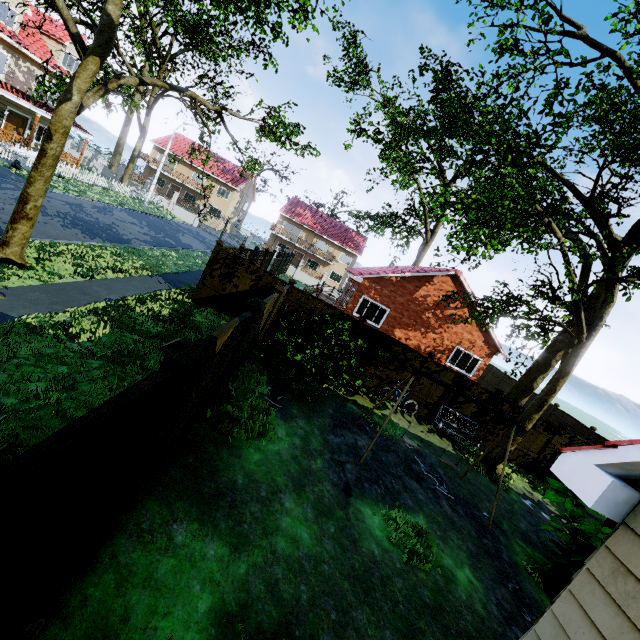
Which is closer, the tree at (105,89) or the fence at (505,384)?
the tree at (105,89)

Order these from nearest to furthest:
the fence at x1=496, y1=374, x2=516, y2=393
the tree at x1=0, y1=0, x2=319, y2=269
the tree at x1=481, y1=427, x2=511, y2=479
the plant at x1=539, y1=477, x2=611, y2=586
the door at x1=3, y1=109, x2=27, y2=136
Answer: the plant at x1=539, y1=477, x2=611, y2=586 < the tree at x1=0, y1=0, x2=319, y2=269 < the tree at x1=481, y1=427, x2=511, y2=479 < the door at x1=3, y1=109, x2=27, y2=136 < the fence at x1=496, y1=374, x2=516, y2=393

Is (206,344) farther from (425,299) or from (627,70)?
(627,70)

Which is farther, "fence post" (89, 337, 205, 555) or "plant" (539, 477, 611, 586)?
"plant" (539, 477, 611, 586)

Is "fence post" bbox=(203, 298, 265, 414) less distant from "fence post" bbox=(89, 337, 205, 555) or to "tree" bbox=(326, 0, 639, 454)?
"fence post" bbox=(89, 337, 205, 555)

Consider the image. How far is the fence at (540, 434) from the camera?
12.81m

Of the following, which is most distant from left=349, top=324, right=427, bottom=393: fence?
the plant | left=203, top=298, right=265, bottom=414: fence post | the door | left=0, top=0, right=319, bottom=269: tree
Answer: the plant

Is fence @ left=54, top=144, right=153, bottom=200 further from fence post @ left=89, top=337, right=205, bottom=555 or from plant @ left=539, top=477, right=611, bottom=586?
plant @ left=539, top=477, right=611, bottom=586
